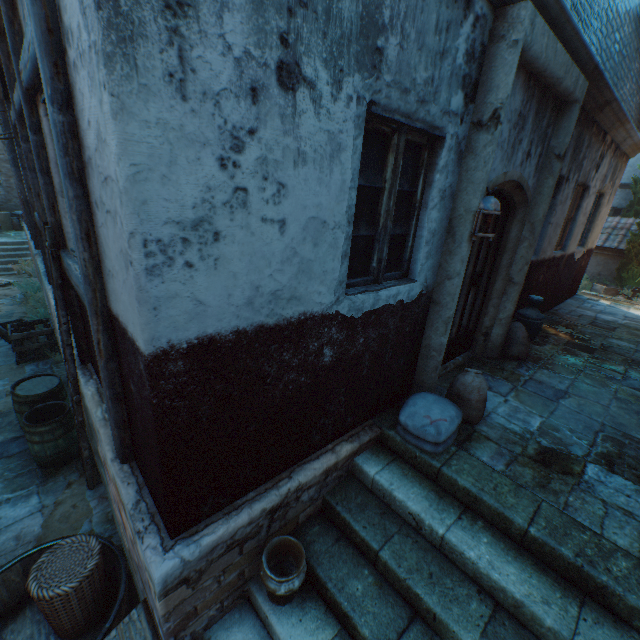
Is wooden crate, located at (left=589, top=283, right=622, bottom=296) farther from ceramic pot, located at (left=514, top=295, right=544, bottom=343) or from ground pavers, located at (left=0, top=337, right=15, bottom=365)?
ground pavers, located at (left=0, top=337, right=15, bottom=365)

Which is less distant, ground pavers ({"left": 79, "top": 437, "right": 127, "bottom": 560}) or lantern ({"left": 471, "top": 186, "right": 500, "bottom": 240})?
lantern ({"left": 471, "top": 186, "right": 500, "bottom": 240})

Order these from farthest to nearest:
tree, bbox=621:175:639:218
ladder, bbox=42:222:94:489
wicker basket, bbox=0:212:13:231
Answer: wicker basket, bbox=0:212:13:231, tree, bbox=621:175:639:218, ladder, bbox=42:222:94:489

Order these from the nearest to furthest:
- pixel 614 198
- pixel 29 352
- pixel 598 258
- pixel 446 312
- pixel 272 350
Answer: pixel 272 350
pixel 446 312
pixel 29 352
pixel 598 258
pixel 614 198

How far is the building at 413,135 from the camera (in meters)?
2.42

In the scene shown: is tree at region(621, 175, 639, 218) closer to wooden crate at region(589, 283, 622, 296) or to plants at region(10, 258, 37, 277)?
wooden crate at region(589, 283, 622, 296)

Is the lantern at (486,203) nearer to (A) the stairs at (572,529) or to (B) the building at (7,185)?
(B) the building at (7,185)

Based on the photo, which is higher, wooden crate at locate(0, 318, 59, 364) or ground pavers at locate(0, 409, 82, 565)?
wooden crate at locate(0, 318, 59, 364)
